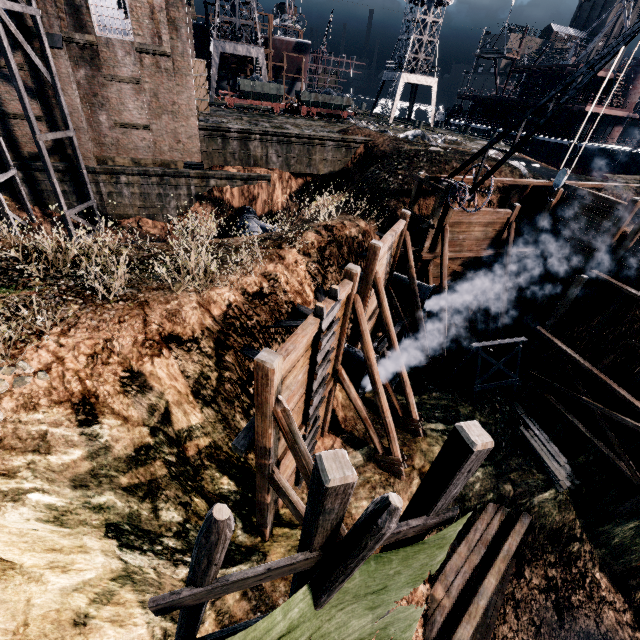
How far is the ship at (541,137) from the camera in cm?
3672

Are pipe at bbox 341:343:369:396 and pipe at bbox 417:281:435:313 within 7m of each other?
yes

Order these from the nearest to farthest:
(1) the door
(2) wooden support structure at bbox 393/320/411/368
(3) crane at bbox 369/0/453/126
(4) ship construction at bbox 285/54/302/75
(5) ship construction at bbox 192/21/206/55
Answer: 1. (2) wooden support structure at bbox 393/320/411/368
2. (1) the door
3. (3) crane at bbox 369/0/453/126
4. (5) ship construction at bbox 192/21/206/55
5. (4) ship construction at bbox 285/54/302/75

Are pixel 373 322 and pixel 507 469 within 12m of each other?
yes

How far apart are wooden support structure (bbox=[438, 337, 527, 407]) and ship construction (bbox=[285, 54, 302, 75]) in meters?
52.3 m

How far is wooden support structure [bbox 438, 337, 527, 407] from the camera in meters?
17.1 m

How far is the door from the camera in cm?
2731

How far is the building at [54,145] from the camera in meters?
21.0
